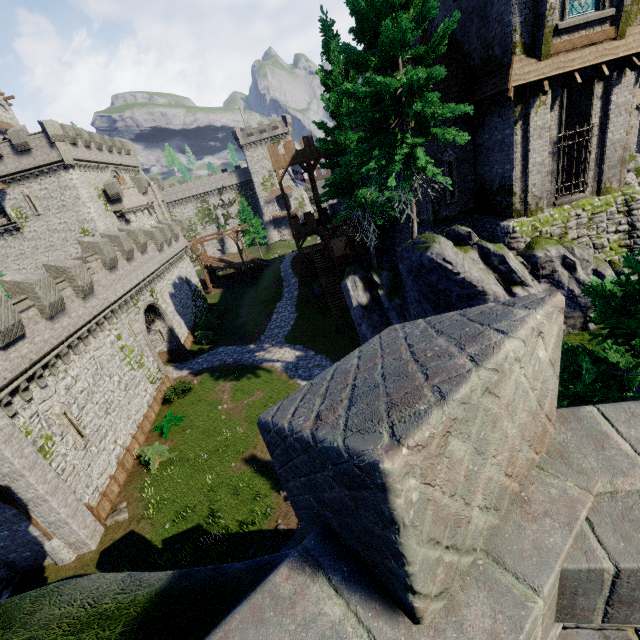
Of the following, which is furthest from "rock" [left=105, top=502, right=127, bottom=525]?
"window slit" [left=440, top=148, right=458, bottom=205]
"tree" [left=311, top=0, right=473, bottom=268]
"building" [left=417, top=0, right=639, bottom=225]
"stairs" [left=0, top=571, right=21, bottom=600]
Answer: "window slit" [left=440, top=148, right=458, bottom=205]

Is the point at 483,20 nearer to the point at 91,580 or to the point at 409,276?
the point at 409,276

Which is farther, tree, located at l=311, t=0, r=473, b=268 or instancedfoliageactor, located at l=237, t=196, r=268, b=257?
instancedfoliageactor, located at l=237, t=196, r=268, b=257

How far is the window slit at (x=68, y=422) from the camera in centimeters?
1516cm

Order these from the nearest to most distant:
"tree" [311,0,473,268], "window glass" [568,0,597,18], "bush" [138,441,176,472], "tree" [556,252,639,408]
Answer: "tree" [556,252,639,408] → "tree" [311,0,473,268] → "window glass" [568,0,597,18] → "bush" [138,441,176,472]

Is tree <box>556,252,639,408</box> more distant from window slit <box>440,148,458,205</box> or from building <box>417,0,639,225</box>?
window slit <box>440,148,458,205</box>

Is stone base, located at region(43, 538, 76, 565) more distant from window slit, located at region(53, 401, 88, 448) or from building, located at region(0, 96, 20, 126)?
building, located at region(0, 96, 20, 126)

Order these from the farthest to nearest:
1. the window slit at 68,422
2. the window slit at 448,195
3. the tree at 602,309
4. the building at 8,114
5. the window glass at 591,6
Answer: the building at 8,114 < the window slit at 448,195 < the window slit at 68,422 < the window glass at 591,6 < the tree at 602,309
